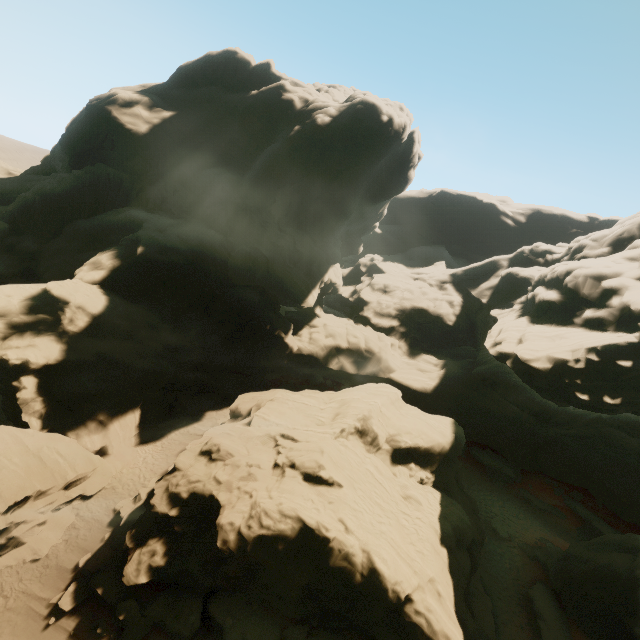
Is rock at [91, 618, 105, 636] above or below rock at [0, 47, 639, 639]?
below

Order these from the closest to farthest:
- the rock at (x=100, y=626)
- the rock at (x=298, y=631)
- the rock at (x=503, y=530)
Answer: the rock at (x=100, y=626), the rock at (x=298, y=631), the rock at (x=503, y=530)

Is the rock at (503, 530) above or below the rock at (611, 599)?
below

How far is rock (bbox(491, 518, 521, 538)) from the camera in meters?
24.8

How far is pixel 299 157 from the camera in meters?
36.0

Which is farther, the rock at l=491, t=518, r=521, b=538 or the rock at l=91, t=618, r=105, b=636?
the rock at l=491, t=518, r=521, b=538

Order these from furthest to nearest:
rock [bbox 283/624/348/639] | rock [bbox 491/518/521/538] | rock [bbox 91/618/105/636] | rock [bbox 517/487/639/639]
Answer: rock [bbox 491/518/521/538] → rock [bbox 517/487/639/639] → rock [bbox 283/624/348/639] → rock [bbox 91/618/105/636]
